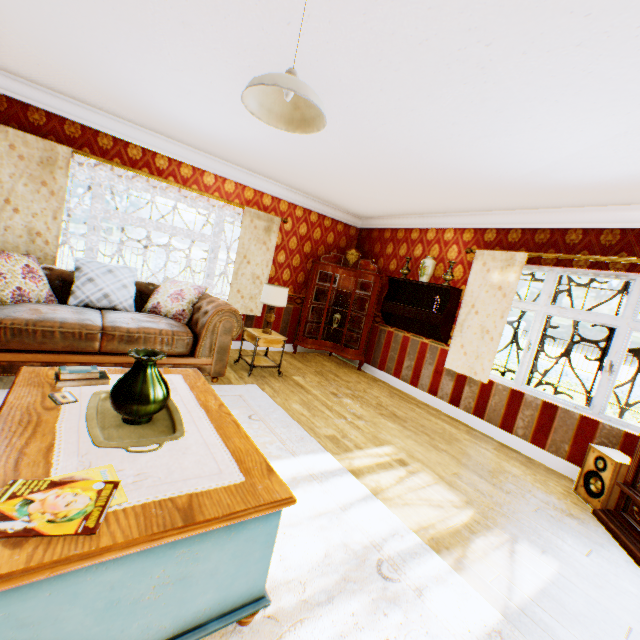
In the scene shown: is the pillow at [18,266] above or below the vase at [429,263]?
below

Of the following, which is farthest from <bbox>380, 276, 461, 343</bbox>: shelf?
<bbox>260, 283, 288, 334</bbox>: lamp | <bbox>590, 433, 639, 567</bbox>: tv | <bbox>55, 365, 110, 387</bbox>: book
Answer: <bbox>55, 365, 110, 387</bbox>: book

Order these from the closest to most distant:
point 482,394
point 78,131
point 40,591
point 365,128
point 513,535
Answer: point 40,591, point 513,535, point 365,128, point 78,131, point 482,394

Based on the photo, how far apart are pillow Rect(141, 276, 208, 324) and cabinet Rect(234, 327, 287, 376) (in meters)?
0.91

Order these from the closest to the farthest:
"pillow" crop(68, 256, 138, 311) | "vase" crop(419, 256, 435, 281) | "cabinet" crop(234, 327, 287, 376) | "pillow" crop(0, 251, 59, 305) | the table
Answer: the table, "pillow" crop(0, 251, 59, 305), "pillow" crop(68, 256, 138, 311), "cabinet" crop(234, 327, 287, 376), "vase" crop(419, 256, 435, 281)

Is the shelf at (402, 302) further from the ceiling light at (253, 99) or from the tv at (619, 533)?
the ceiling light at (253, 99)

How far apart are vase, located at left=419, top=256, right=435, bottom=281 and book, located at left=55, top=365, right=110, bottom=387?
4.73m

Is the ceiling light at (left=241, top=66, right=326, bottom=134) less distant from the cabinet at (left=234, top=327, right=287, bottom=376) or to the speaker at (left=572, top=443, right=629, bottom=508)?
the cabinet at (left=234, top=327, right=287, bottom=376)
